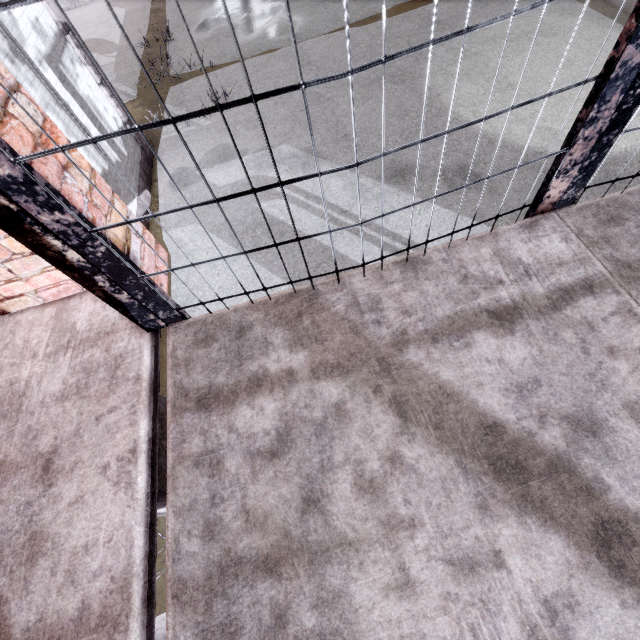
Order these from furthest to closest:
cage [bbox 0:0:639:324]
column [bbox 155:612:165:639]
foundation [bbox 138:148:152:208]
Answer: foundation [bbox 138:148:152:208]
column [bbox 155:612:165:639]
cage [bbox 0:0:639:324]

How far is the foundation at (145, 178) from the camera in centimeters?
866cm

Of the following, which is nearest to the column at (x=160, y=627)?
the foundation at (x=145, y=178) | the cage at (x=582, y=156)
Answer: the cage at (x=582, y=156)

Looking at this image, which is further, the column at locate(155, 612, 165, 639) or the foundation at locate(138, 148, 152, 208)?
the foundation at locate(138, 148, 152, 208)

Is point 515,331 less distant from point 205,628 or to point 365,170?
point 205,628

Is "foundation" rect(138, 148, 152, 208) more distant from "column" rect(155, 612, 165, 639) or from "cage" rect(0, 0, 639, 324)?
"cage" rect(0, 0, 639, 324)

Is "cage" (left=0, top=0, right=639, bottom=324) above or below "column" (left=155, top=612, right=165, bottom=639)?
above
